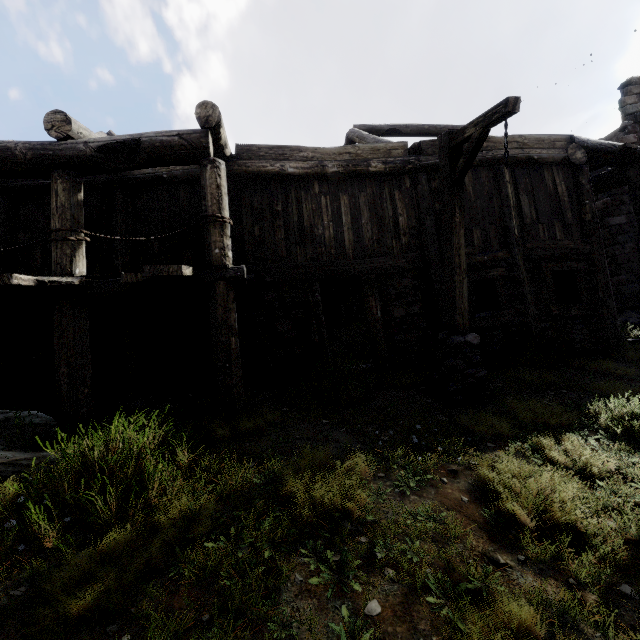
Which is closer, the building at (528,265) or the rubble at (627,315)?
the building at (528,265)

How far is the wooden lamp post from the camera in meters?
4.8

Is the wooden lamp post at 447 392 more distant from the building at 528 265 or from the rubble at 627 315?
the rubble at 627 315

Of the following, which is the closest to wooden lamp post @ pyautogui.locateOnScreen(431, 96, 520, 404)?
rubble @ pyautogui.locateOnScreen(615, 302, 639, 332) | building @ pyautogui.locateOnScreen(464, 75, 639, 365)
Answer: building @ pyautogui.locateOnScreen(464, 75, 639, 365)

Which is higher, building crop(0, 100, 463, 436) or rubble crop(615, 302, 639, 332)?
building crop(0, 100, 463, 436)

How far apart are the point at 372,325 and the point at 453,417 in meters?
3.1 m

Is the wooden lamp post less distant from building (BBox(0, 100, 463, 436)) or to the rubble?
building (BBox(0, 100, 463, 436))
